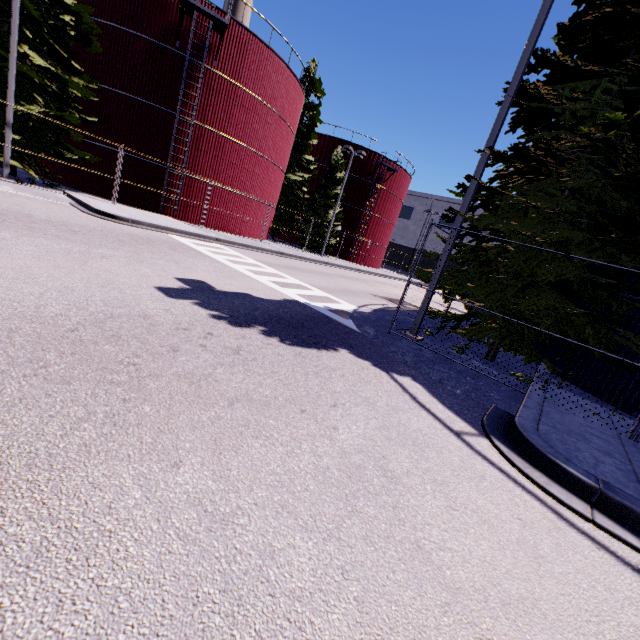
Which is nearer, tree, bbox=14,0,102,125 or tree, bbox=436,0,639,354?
tree, bbox=436,0,639,354

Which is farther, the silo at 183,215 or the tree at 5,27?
the silo at 183,215

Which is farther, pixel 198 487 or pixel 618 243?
pixel 618 243

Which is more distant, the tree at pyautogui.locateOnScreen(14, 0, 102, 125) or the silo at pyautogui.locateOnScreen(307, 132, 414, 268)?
the silo at pyautogui.locateOnScreen(307, 132, 414, 268)

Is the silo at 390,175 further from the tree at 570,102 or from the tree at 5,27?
the tree at 5,27

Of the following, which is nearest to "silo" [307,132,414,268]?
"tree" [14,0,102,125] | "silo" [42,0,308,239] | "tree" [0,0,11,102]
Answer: "silo" [42,0,308,239]

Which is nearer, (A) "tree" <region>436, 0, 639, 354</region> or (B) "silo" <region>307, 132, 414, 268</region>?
(A) "tree" <region>436, 0, 639, 354</region>

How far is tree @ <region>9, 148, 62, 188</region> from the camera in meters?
14.6
